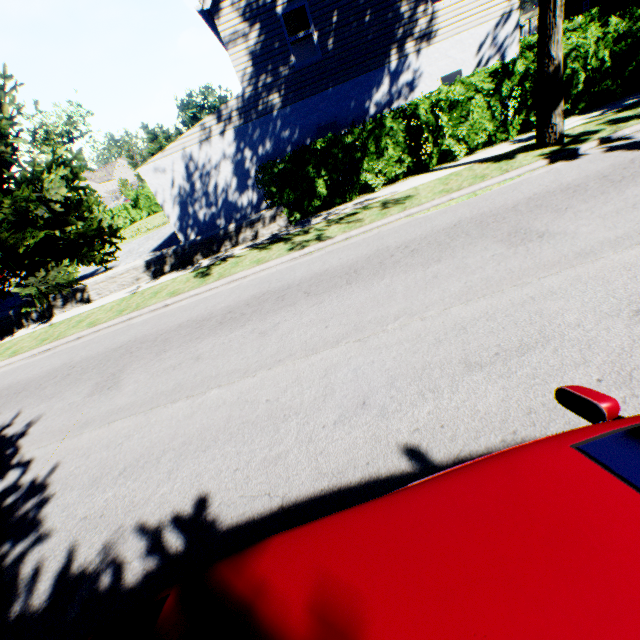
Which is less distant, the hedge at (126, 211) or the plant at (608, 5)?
the plant at (608, 5)

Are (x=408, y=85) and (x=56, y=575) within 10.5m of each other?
no

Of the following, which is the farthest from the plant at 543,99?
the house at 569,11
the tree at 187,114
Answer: the house at 569,11

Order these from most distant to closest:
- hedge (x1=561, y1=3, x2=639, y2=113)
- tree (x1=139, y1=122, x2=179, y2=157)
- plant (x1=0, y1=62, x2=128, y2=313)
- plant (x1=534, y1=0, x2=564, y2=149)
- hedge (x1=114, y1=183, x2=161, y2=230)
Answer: tree (x1=139, y1=122, x2=179, y2=157) → hedge (x1=114, y1=183, x2=161, y2=230) → plant (x1=0, y1=62, x2=128, y2=313) → hedge (x1=561, y1=3, x2=639, y2=113) → plant (x1=534, y1=0, x2=564, y2=149)

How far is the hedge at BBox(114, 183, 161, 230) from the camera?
35.1m

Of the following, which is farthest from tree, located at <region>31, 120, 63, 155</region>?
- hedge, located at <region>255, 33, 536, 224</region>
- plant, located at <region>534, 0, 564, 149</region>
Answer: hedge, located at <region>255, 33, 536, 224</region>

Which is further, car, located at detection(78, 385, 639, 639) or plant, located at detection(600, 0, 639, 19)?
plant, located at detection(600, 0, 639, 19)

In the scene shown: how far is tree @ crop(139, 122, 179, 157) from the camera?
47.5 meters
